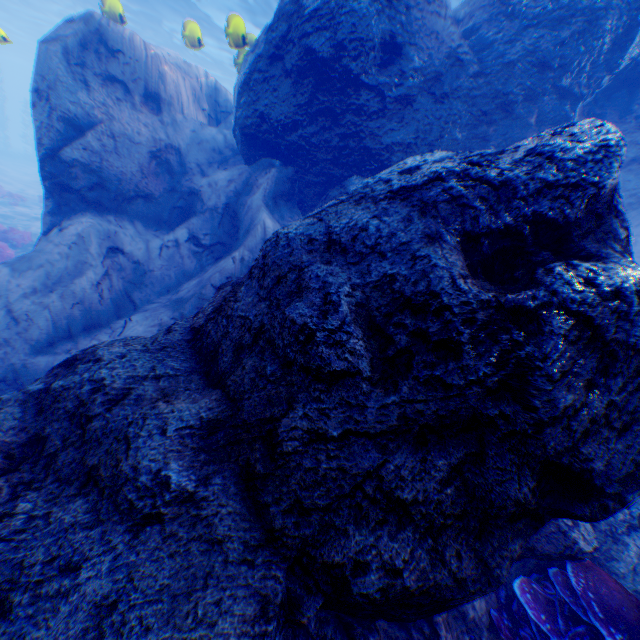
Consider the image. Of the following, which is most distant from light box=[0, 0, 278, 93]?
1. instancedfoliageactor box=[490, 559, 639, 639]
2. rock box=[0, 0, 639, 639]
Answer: instancedfoliageactor box=[490, 559, 639, 639]

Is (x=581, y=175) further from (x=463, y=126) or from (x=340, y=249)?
(x=463, y=126)

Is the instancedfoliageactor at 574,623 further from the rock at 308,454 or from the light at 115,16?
the light at 115,16

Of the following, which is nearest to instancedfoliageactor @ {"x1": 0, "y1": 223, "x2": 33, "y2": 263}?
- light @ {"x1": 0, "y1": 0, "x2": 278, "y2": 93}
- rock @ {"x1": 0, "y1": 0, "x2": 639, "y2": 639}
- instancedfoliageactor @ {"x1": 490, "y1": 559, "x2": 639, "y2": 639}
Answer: rock @ {"x1": 0, "y1": 0, "x2": 639, "y2": 639}

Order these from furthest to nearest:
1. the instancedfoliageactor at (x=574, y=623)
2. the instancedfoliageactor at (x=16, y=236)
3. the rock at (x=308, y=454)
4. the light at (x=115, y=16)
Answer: the instancedfoliageactor at (x=16, y=236), the light at (x=115, y=16), the instancedfoliageactor at (x=574, y=623), the rock at (x=308, y=454)

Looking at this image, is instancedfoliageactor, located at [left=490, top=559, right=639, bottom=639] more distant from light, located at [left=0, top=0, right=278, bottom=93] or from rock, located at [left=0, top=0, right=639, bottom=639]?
light, located at [left=0, top=0, right=278, bottom=93]

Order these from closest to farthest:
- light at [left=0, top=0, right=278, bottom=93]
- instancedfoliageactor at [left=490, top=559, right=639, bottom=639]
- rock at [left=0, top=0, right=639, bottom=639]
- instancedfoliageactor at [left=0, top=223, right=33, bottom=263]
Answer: rock at [left=0, top=0, right=639, bottom=639], instancedfoliageactor at [left=490, top=559, right=639, bottom=639], light at [left=0, top=0, right=278, bottom=93], instancedfoliageactor at [left=0, top=223, right=33, bottom=263]

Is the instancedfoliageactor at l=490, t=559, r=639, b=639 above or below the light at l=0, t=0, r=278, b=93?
below
